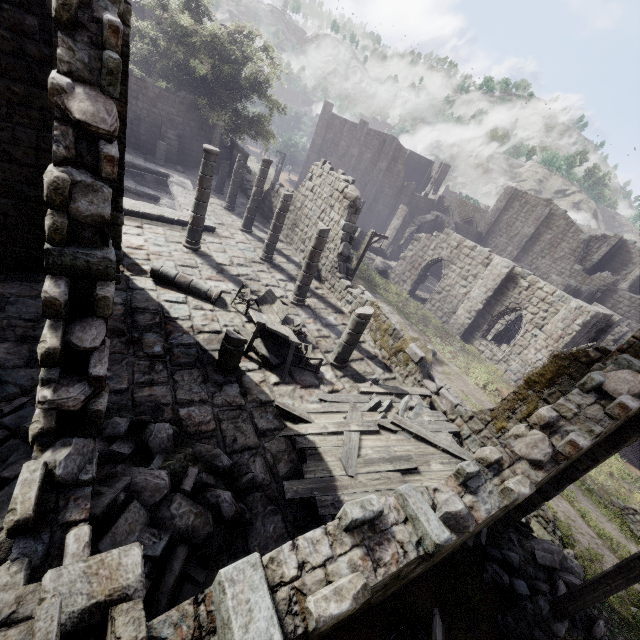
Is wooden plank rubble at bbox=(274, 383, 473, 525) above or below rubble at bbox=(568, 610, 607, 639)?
above

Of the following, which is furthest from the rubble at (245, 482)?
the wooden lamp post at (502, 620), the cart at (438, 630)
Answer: the wooden lamp post at (502, 620)

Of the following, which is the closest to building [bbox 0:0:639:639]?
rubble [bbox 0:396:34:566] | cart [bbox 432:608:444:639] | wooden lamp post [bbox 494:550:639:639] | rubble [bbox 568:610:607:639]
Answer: rubble [bbox 0:396:34:566]

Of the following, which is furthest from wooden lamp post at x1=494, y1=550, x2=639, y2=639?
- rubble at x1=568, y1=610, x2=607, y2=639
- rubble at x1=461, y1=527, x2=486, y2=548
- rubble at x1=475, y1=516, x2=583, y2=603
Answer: rubble at x1=568, y1=610, x2=607, y2=639

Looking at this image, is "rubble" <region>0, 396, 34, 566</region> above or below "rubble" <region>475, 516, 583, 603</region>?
above

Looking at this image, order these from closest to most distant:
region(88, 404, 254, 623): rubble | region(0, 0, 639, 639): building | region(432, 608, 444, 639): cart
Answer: region(0, 0, 639, 639): building → region(88, 404, 254, 623): rubble → region(432, 608, 444, 639): cart

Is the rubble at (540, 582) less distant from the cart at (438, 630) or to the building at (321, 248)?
the building at (321, 248)

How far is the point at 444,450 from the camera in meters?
7.8 m
